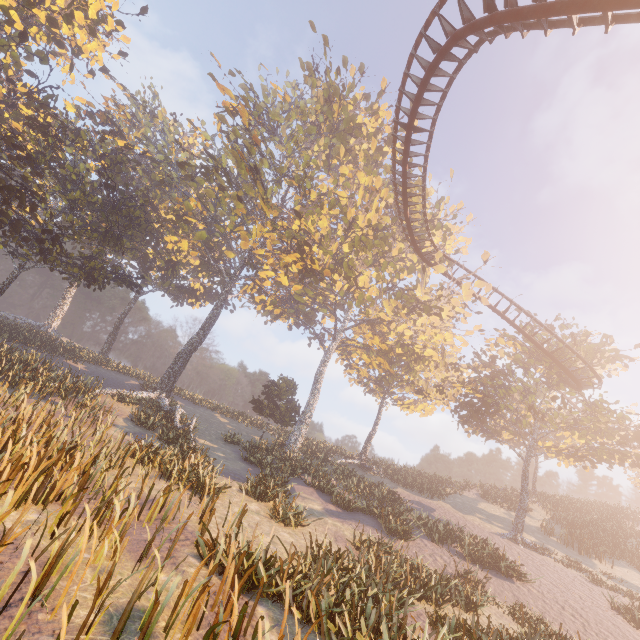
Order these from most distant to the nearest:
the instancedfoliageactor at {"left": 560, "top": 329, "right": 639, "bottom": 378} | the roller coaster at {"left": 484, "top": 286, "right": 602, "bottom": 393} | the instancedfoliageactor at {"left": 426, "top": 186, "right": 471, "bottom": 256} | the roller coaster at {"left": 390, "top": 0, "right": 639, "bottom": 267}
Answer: the instancedfoliageactor at {"left": 426, "top": 186, "right": 471, "bottom": 256}
the instancedfoliageactor at {"left": 560, "top": 329, "right": 639, "bottom": 378}
the roller coaster at {"left": 484, "top": 286, "right": 602, "bottom": 393}
the roller coaster at {"left": 390, "top": 0, "right": 639, "bottom": 267}

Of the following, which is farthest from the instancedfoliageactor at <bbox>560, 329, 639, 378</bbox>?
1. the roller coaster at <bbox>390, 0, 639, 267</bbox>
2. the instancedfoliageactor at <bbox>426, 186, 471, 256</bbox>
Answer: the instancedfoliageactor at <bbox>426, 186, 471, 256</bbox>

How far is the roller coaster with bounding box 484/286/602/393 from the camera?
24.0 meters

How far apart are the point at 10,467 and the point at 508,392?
38.3 meters

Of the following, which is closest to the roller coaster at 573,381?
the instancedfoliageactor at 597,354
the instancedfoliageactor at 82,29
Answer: the instancedfoliageactor at 82,29

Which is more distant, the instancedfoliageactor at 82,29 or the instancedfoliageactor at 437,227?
the instancedfoliageactor at 437,227

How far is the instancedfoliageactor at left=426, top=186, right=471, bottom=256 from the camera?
31.3 meters

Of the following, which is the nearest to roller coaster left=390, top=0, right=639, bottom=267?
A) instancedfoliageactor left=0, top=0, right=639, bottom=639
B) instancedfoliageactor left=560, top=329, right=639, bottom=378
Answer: instancedfoliageactor left=0, top=0, right=639, bottom=639
